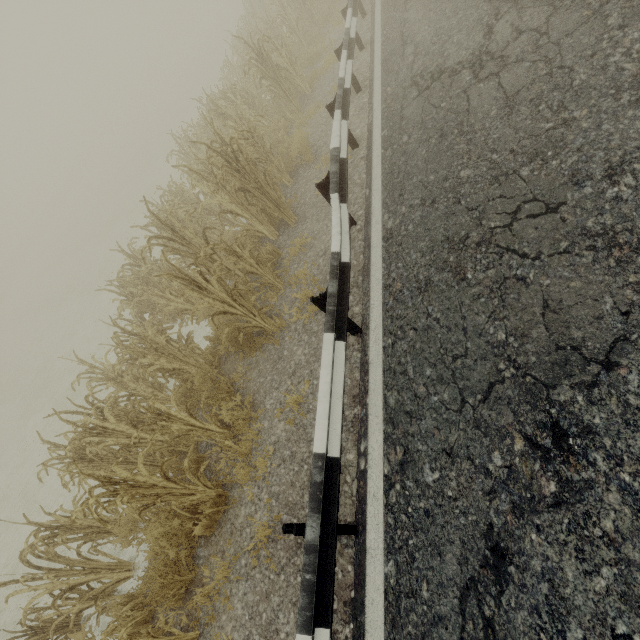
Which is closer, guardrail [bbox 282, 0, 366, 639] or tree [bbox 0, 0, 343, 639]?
guardrail [bbox 282, 0, 366, 639]

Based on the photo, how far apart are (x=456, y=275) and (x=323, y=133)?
5.5m

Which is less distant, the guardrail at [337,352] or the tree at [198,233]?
the guardrail at [337,352]
